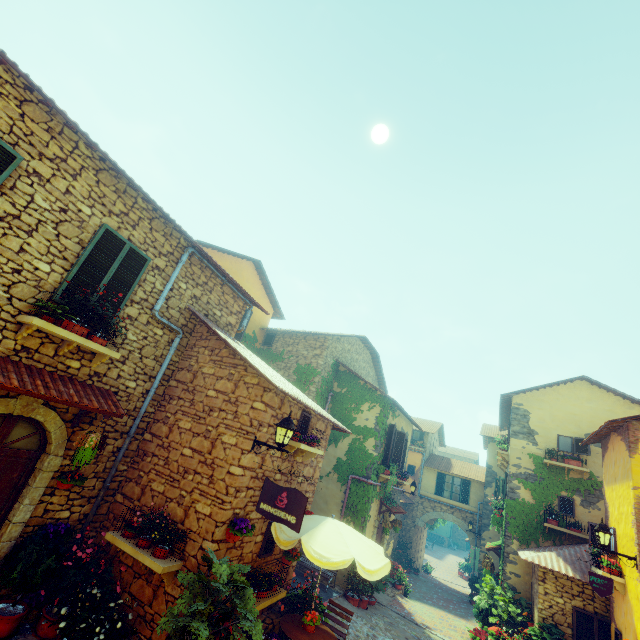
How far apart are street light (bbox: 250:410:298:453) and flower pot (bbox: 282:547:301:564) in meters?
3.6 m

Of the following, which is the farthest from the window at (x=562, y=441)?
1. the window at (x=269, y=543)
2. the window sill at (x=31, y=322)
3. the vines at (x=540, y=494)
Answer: the window at (x=269, y=543)

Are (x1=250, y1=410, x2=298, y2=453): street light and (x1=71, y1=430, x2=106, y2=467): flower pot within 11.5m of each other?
yes

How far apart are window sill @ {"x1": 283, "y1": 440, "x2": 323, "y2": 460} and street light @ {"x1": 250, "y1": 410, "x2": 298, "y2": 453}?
1.0m

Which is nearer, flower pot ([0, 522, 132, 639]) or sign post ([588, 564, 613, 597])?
flower pot ([0, 522, 132, 639])

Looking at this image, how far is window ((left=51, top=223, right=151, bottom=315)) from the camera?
A: 5.7 meters

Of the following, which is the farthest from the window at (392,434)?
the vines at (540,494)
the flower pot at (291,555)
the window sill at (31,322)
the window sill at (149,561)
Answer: the window sill at (149,561)

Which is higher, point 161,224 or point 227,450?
point 161,224
